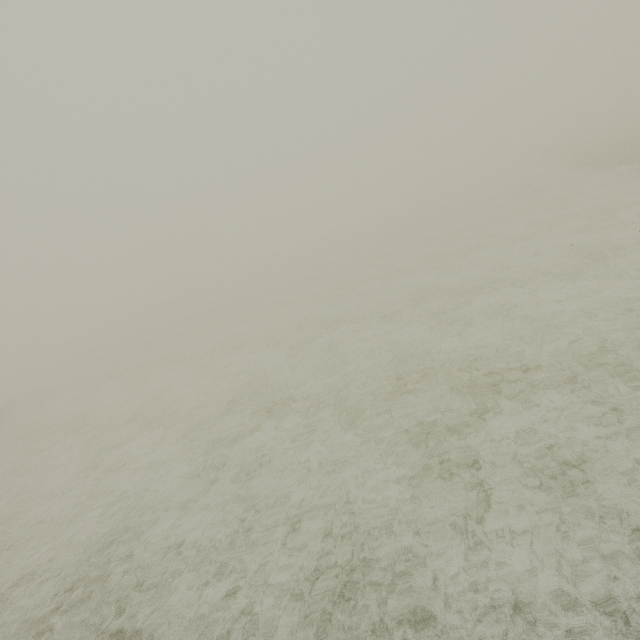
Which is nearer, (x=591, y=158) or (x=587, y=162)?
(x=591, y=158)
